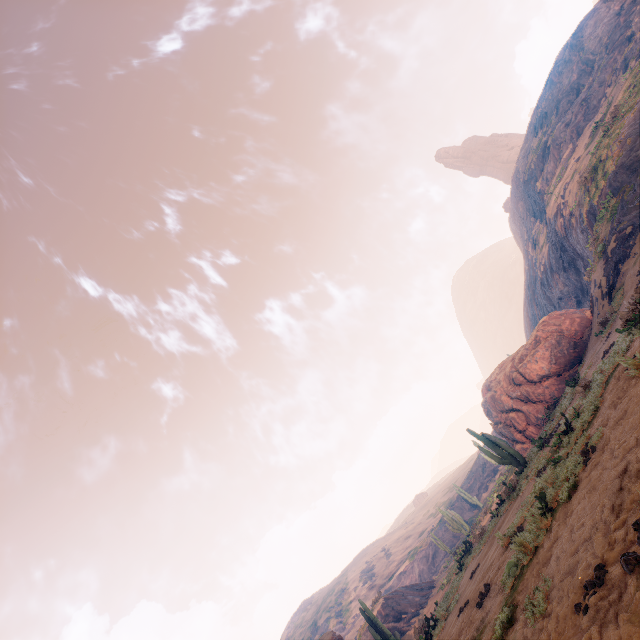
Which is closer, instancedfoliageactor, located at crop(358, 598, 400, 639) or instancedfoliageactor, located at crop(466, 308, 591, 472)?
instancedfoliageactor, located at crop(466, 308, 591, 472)

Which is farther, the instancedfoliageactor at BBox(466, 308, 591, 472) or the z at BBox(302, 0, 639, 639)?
the instancedfoliageactor at BBox(466, 308, 591, 472)

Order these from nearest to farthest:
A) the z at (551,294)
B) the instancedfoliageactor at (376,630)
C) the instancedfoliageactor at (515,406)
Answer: the z at (551,294) < the instancedfoliageactor at (515,406) < the instancedfoliageactor at (376,630)

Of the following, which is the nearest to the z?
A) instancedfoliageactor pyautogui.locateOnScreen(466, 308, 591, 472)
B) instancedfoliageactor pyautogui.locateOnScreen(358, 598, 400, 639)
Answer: instancedfoliageactor pyautogui.locateOnScreen(466, 308, 591, 472)

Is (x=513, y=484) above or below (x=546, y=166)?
below

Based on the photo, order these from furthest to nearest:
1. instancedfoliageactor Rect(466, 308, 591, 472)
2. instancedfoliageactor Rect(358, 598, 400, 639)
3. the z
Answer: instancedfoliageactor Rect(358, 598, 400, 639), instancedfoliageactor Rect(466, 308, 591, 472), the z

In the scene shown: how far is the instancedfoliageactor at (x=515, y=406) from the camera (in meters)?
16.75
